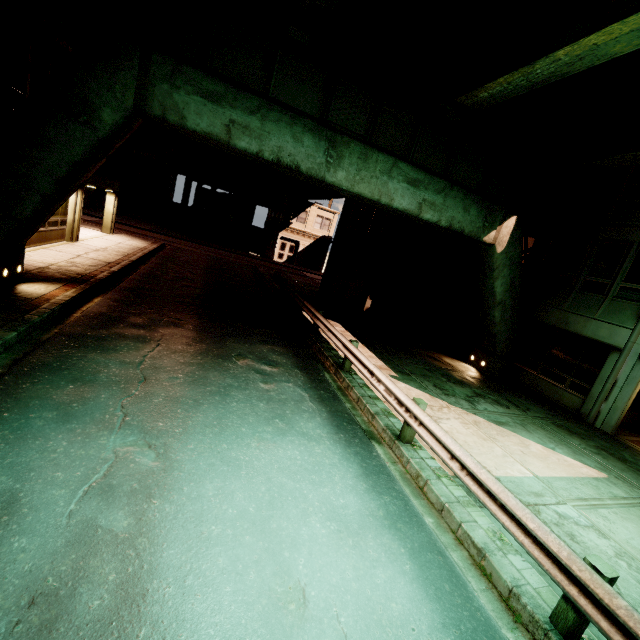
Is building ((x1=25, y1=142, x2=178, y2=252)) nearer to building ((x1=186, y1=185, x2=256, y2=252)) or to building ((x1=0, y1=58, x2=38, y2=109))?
building ((x1=186, y1=185, x2=256, y2=252))

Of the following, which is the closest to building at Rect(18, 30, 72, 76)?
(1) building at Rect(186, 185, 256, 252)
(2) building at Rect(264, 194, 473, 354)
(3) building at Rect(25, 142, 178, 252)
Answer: (2) building at Rect(264, 194, 473, 354)

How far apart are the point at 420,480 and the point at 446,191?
9.81m

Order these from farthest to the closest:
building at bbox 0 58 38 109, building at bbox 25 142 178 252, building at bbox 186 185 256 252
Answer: building at bbox 186 185 256 252 → building at bbox 25 142 178 252 → building at bbox 0 58 38 109

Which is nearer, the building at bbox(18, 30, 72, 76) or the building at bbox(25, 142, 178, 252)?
the building at bbox(18, 30, 72, 76)

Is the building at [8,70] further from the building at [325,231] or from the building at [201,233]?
the building at [201,233]

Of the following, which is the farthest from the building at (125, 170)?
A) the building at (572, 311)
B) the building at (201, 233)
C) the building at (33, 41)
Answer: the building at (572, 311)

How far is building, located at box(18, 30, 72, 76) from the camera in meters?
10.7
